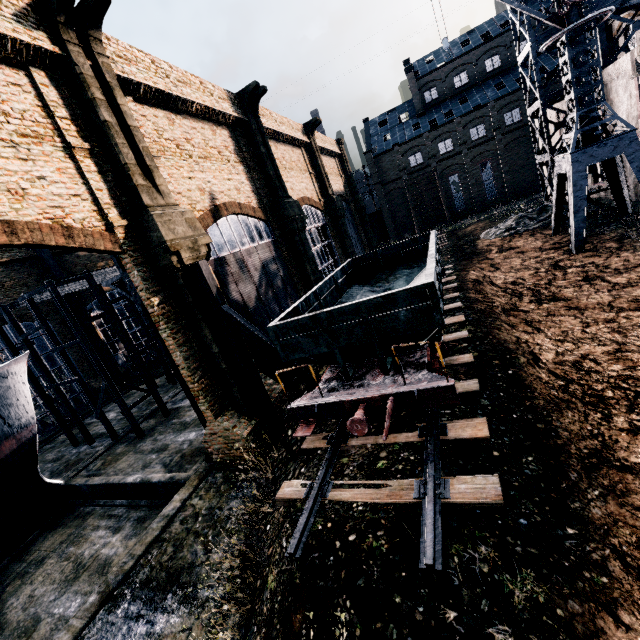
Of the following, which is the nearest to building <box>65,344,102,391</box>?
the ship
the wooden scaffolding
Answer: the ship

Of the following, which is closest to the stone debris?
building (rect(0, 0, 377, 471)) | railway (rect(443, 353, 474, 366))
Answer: building (rect(0, 0, 377, 471))

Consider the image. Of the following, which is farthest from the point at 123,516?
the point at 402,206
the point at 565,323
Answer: the point at 402,206

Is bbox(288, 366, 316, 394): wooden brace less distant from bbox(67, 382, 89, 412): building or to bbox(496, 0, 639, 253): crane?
bbox(67, 382, 89, 412): building

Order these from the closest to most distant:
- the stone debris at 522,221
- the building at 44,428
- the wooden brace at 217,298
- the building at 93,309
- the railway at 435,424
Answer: the railway at 435,424 < the wooden brace at 217,298 < the stone debris at 522,221 < the building at 44,428 < the building at 93,309

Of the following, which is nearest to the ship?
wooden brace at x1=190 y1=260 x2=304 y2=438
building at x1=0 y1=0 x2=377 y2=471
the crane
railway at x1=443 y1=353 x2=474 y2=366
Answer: building at x1=0 y1=0 x2=377 y2=471

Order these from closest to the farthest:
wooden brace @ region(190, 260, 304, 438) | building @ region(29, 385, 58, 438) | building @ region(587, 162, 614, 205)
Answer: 1. wooden brace @ region(190, 260, 304, 438)
2. building @ region(587, 162, 614, 205)
3. building @ region(29, 385, 58, 438)

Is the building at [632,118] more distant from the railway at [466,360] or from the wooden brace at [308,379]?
the railway at [466,360]
